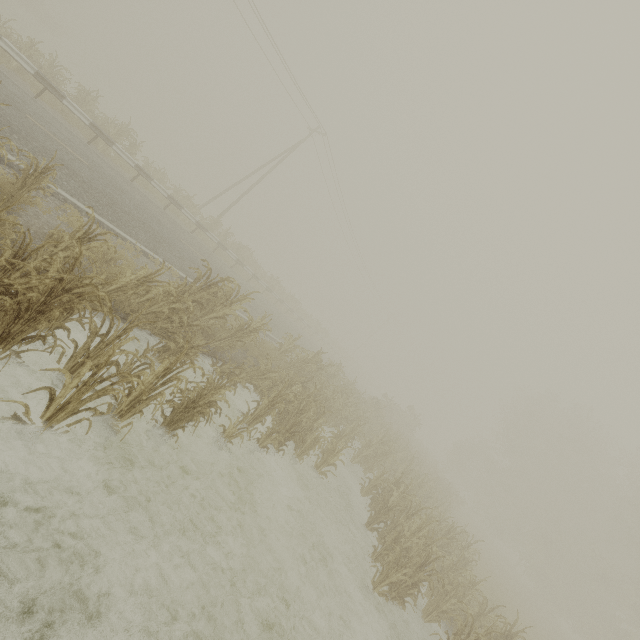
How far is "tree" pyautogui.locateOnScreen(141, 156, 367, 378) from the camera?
19.0m

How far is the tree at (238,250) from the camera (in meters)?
19.05

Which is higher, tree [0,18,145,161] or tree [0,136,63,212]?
tree [0,18,145,161]

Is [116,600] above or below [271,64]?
below

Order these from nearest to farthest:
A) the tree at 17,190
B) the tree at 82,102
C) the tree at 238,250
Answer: the tree at 17,190
the tree at 82,102
the tree at 238,250

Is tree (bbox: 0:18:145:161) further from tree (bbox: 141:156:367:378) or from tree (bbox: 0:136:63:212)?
tree (bbox: 0:136:63:212)

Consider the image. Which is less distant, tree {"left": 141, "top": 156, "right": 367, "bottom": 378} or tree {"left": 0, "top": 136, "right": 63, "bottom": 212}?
tree {"left": 0, "top": 136, "right": 63, "bottom": 212}

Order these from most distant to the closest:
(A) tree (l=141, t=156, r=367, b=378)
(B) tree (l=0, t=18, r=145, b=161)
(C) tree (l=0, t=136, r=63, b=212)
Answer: (A) tree (l=141, t=156, r=367, b=378), (B) tree (l=0, t=18, r=145, b=161), (C) tree (l=0, t=136, r=63, b=212)
